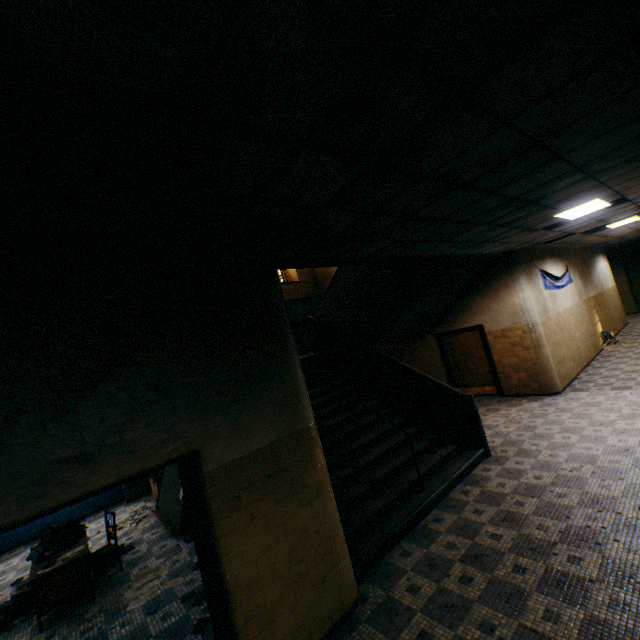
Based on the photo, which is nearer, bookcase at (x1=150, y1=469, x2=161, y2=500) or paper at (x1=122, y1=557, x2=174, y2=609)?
paper at (x1=122, y1=557, x2=174, y2=609)

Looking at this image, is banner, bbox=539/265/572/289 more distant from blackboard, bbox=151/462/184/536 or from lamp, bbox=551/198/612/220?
blackboard, bbox=151/462/184/536

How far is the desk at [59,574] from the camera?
4.43m

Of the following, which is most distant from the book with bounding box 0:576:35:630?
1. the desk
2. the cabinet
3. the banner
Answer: the banner

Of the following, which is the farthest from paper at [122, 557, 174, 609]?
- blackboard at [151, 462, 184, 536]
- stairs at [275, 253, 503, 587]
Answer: stairs at [275, 253, 503, 587]

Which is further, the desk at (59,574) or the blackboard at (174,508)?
the blackboard at (174,508)

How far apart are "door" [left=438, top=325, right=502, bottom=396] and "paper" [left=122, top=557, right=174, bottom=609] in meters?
9.0 m

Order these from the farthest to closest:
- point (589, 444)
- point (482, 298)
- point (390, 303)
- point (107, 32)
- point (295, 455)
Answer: point (482, 298) < point (390, 303) < point (589, 444) < point (295, 455) < point (107, 32)
